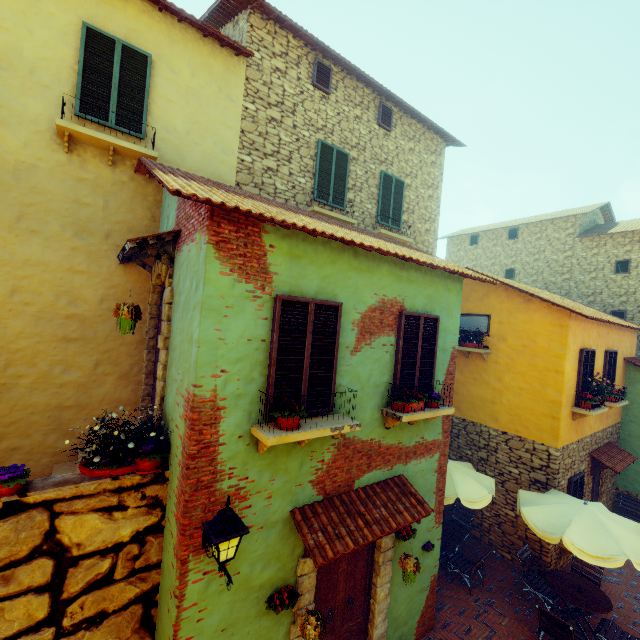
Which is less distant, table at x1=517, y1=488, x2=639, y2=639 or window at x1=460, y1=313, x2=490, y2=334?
table at x1=517, y1=488, x2=639, y2=639

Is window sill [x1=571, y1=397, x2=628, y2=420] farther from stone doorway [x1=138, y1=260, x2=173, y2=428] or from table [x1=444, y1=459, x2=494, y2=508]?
stone doorway [x1=138, y1=260, x2=173, y2=428]

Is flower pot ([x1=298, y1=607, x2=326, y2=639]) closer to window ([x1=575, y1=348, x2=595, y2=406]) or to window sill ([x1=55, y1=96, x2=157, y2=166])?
window ([x1=575, y1=348, x2=595, y2=406])

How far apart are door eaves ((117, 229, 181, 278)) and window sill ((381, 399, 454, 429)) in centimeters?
417cm

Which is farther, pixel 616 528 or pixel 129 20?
pixel 616 528

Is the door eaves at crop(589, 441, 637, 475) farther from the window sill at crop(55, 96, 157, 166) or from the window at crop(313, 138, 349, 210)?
the window sill at crop(55, 96, 157, 166)

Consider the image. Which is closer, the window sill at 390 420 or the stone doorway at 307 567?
the stone doorway at 307 567

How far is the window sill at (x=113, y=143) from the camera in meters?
5.4
